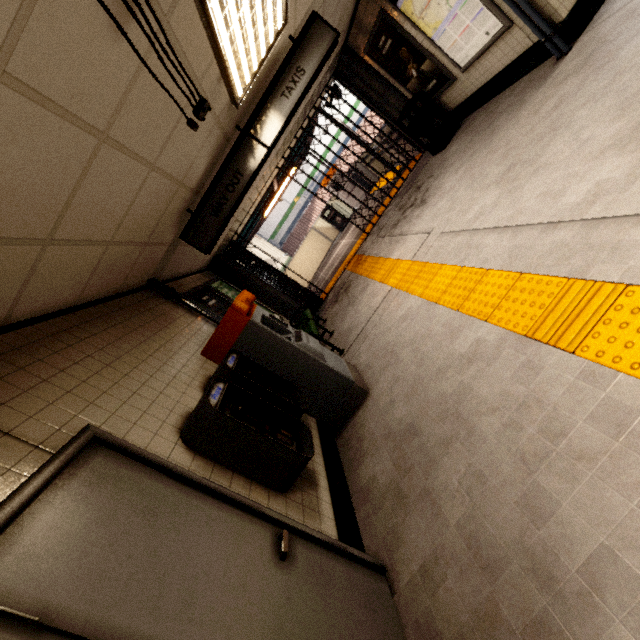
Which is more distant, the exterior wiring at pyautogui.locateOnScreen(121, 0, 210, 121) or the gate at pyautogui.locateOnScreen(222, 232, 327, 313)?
the gate at pyautogui.locateOnScreen(222, 232, 327, 313)

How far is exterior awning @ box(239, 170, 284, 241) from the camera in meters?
9.6 m

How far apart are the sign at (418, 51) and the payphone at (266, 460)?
6.7 meters

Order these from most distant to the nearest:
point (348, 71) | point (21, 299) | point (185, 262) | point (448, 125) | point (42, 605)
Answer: point (348, 71) < point (448, 125) < point (185, 262) < point (21, 299) < point (42, 605)

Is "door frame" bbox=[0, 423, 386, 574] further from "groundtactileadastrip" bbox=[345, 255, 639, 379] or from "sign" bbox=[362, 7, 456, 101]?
"sign" bbox=[362, 7, 456, 101]

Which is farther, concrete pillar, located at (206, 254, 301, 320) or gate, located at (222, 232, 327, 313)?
gate, located at (222, 232, 327, 313)

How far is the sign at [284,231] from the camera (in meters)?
21.80

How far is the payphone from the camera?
2.15m
